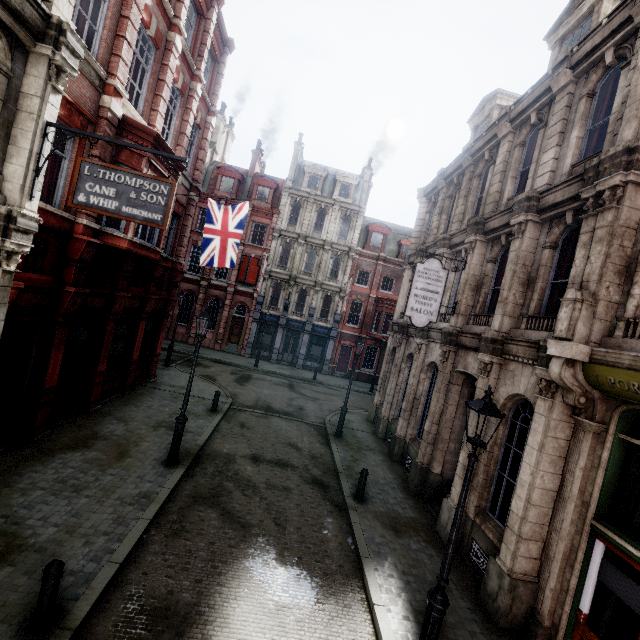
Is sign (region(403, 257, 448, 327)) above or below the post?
above

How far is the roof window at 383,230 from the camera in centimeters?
3198cm

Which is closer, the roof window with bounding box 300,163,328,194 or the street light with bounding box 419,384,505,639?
the street light with bounding box 419,384,505,639

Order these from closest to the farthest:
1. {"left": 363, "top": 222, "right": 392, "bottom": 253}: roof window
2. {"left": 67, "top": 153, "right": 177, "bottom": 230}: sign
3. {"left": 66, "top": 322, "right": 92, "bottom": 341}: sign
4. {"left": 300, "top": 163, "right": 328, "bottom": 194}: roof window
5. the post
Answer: the post, {"left": 67, "top": 153, "right": 177, "bottom": 230}: sign, {"left": 66, "top": 322, "right": 92, "bottom": 341}: sign, {"left": 300, "top": 163, "right": 328, "bottom": 194}: roof window, {"left": 363, "top": 222, "right": 392, "bottom": 253}: roof window

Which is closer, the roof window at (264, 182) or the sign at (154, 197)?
the sign at (154, 197)

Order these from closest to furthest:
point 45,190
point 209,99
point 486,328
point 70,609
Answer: point 70,609
point 45,190
point 486,328
point 209,99

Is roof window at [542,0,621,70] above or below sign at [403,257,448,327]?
above

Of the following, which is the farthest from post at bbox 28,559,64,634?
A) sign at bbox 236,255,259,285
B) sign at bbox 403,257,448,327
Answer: sign at bbox 236,255,259,285
